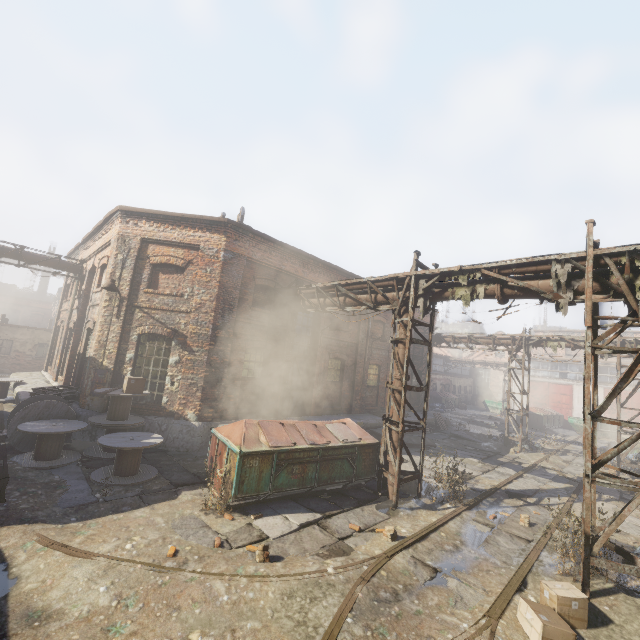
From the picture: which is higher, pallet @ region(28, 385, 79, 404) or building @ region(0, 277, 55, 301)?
building @ region(0, 277, 55, 301)

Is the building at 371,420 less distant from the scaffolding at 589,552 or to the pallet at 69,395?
the pallet at 69,395

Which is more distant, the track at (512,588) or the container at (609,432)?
the container at (609,432)

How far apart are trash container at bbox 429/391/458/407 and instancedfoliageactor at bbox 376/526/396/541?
30.6 meters

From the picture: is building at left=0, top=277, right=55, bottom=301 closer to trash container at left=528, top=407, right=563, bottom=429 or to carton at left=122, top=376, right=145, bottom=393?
carton at left=122, top=376, right=145, bottom=393

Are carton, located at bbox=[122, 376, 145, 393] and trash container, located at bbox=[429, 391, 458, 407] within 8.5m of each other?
no

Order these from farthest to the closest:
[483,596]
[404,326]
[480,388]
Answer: [480,388], [404,326], [483,596]

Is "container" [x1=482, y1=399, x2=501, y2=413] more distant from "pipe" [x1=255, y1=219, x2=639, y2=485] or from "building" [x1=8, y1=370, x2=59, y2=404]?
"pipe" [x1=255, y1=219, x2=639, y2=485]
